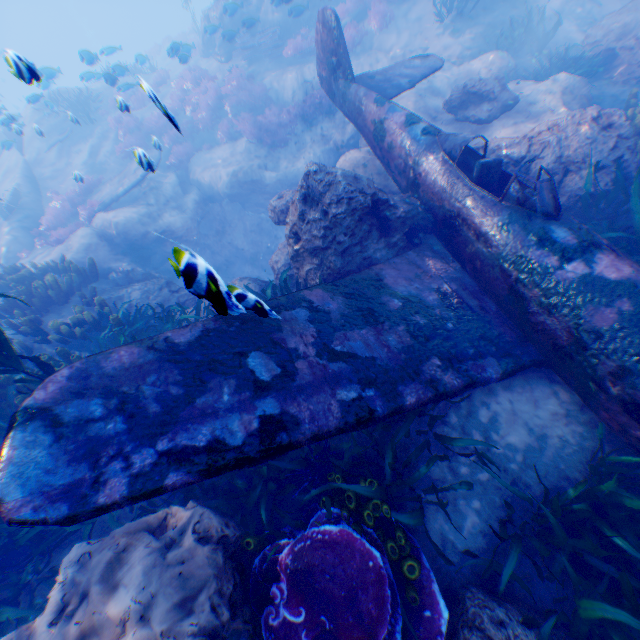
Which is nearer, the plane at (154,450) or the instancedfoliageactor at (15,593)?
the plane at (154,450)

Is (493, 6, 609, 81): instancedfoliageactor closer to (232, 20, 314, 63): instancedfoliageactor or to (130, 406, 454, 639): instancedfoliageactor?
(130, 406, 454, 639): instancedfoliageactor

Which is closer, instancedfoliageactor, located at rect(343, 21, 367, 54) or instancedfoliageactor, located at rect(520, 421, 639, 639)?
instancedfoliageactor, located at rect(520, 421, 639, 639)

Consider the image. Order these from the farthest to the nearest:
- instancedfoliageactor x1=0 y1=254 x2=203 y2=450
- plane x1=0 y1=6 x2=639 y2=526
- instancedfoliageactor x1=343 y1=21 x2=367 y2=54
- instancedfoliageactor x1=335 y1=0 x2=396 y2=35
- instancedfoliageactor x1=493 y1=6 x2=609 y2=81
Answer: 1. instancedfoliageactor x1=343 y1=21 x2=367 y2=54
2. instancedfoliageactor x1=335 y1=0 x2=396 y2=35
3. instancedfoliageactor x1=493 y1=6 x2=609 y2=81
4. instancedfoliageactor x1=0 y1=254 x2=203 y2=450
5. plane x1=0 y1=6 x2=639 y2=526

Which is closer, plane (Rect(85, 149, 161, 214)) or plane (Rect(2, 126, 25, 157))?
plane (Rect(85, 149, 161, 214))

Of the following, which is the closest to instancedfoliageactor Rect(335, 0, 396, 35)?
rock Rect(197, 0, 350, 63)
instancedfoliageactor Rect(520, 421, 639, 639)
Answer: rock Rect(197, 0, 350, 63)

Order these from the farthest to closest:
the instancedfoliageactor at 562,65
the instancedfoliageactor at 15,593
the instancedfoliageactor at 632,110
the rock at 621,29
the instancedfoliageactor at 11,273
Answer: the instancedfoliageactor at 562,65
the rock at 621,29
the instancedfoliageactor at 632,110
the instancedfoliageactor at 11,273
the instancedfoliageactor at 15,593

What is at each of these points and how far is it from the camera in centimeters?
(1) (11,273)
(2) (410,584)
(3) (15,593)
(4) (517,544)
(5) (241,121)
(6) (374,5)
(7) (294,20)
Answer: (1) instancedfoliageactor, 903cm
(2) instancedfoliageactor, 333cm
(3) instancedfoliageactor, 396cm
(4) instancedfoliageactor, 332cm
(5) instancedfoliageactor, 1516cm
(6) instancedfoliageactor, 1348cm
(7) rock, 1580cm
